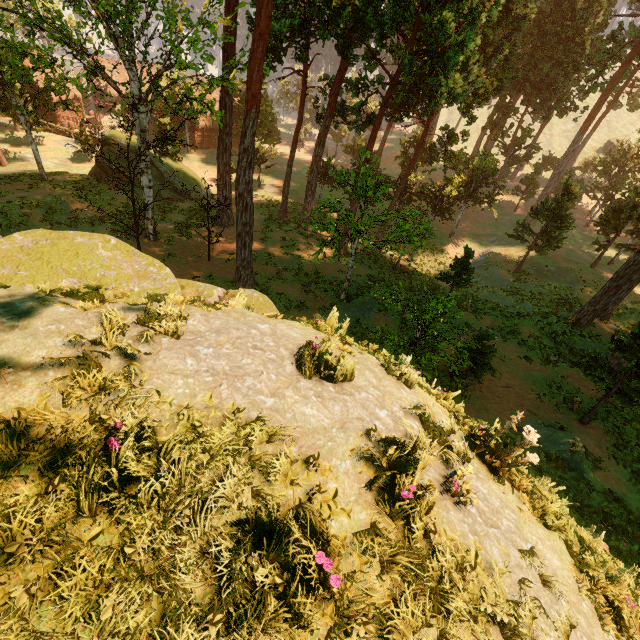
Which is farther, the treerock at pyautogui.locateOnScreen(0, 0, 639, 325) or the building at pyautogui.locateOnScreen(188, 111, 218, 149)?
the building at pyautogui.locateOnScreen(188, 111, 218, 149)

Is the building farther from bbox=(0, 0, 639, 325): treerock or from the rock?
the rock

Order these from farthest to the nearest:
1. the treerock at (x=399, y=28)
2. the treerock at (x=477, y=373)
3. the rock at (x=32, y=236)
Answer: the treerock at (x=399, y=28), the treerock at (x=477, y=373), the rock at (x=32, y=236)

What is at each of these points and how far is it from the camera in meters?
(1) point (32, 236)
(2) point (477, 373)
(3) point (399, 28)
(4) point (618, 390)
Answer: (1) rock, 6.7 m
(2) treerock, 14.6 m
(3) treerock, 18.9 m
(4) treerock, 13.2 m

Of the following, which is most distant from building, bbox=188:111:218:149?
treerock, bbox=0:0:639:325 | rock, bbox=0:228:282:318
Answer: rock, bbox=0:228:282:318

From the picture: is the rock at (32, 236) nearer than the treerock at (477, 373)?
Yes
